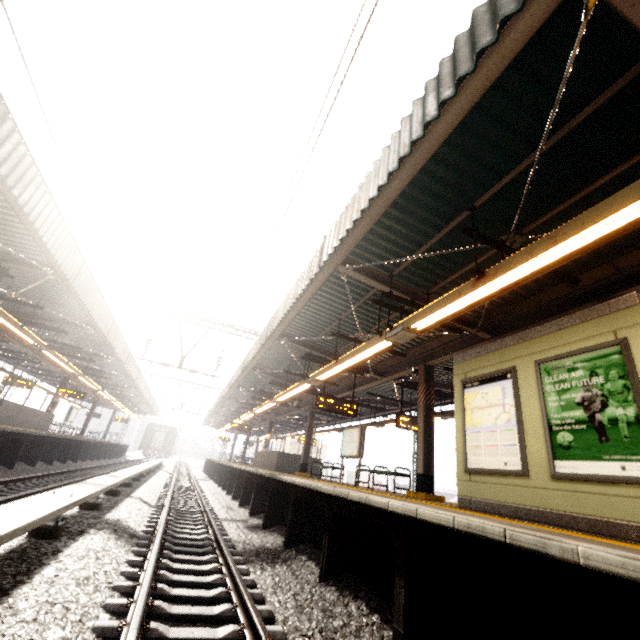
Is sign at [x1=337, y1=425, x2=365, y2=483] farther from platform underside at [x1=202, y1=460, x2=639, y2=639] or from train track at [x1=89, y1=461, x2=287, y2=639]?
train track at [x1=89, y1=461, x2=287, y2=639]

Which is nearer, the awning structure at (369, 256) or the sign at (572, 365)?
the awning structure at (369, 256)

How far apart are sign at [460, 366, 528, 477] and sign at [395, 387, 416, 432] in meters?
5.5

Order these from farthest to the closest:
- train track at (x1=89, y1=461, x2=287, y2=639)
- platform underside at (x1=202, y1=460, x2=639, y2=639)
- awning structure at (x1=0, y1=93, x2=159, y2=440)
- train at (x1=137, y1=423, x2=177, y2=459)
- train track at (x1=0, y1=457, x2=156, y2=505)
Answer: train at (x1=137, y1=423, x2=177, y2=459)
train track at (x1=0, y1=457, x2=156, y2=505)
awning structure at (x1=0, y1=93, x2=159, y2=440)
train track at (x1=89, y1=461, x2=287, y2=639)
platform underside at (x1=202, y1=460, x2=639, y2=639)

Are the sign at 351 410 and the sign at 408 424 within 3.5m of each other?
yes

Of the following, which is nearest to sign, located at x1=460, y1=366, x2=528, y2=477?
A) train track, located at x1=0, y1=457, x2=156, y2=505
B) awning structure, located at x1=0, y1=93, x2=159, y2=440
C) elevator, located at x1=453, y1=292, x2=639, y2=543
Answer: elevator, located at x1=453, y1=292, x2=639, y2=543

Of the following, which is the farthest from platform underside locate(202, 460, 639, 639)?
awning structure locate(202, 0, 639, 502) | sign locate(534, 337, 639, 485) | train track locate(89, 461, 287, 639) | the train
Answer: the train

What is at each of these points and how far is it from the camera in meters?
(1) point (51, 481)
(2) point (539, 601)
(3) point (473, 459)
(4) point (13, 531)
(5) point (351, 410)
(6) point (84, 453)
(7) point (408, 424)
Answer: (1) train track, 10.4
(2) platform underside, 2.6
(3) sign, 5.9
(4) electrical rail conduit, 2.8
(5) sign, 11.2
(6) platform underside, 19.9
(7) sign, 11.9
